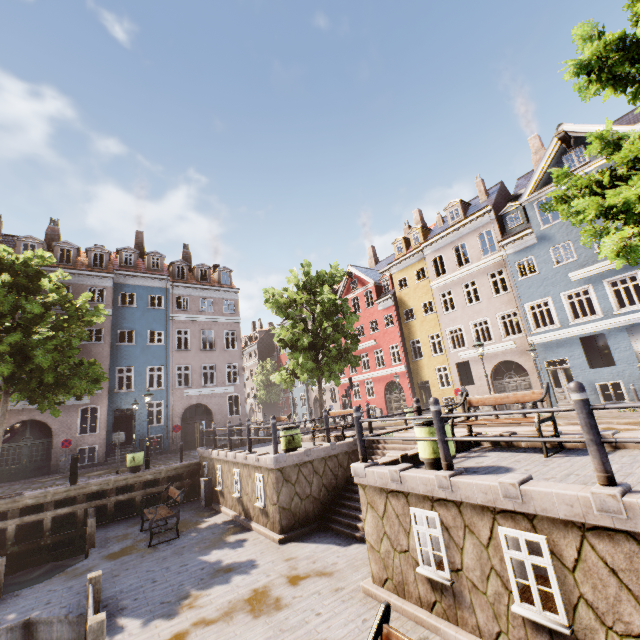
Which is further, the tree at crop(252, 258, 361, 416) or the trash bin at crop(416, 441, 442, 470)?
the tree at crop(252, 258, 361, 416)

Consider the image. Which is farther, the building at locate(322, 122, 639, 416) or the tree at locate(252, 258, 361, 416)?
the tree at locate(252, 258, 361, 416)

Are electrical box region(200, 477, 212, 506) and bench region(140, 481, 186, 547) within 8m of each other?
yes

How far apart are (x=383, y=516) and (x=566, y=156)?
23.02m

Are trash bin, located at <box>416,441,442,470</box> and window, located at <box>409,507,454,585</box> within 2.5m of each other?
yes

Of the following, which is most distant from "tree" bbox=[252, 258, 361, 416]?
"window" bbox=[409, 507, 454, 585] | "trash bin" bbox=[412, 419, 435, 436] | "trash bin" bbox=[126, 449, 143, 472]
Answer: "window" bbox=[409, 507, 454, 585]

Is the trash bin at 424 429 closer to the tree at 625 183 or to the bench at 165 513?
the tree at 625 183

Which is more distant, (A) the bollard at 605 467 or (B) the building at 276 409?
(B) the building at 276 409
